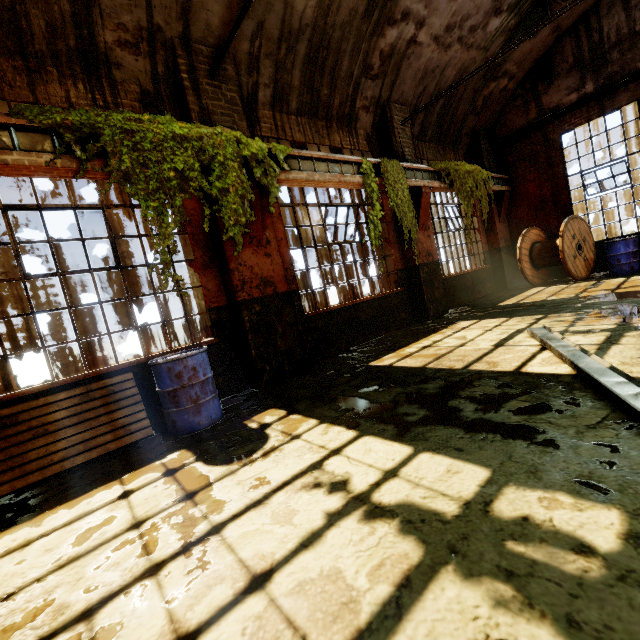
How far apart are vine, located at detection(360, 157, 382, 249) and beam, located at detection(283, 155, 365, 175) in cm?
4

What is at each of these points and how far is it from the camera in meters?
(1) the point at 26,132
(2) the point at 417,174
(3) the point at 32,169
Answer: (1) beam, 3.5
(2) beam, 8.0
(3) crane rail, 3.6

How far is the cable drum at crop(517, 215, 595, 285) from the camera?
9.0 meters

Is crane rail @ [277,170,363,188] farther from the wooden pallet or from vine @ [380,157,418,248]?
the wooden pallet

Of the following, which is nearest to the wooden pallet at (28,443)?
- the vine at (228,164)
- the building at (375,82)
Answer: the building at (375,82)

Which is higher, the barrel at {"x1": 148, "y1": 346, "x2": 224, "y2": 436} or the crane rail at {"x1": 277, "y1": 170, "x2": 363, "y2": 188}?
the crane rail at {"x1": 277, "y1": 170, "x2": 363, "y2": 188}

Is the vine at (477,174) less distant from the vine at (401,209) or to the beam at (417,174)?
the beam at (417,174)

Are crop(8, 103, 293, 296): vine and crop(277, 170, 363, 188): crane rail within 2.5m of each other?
yes
